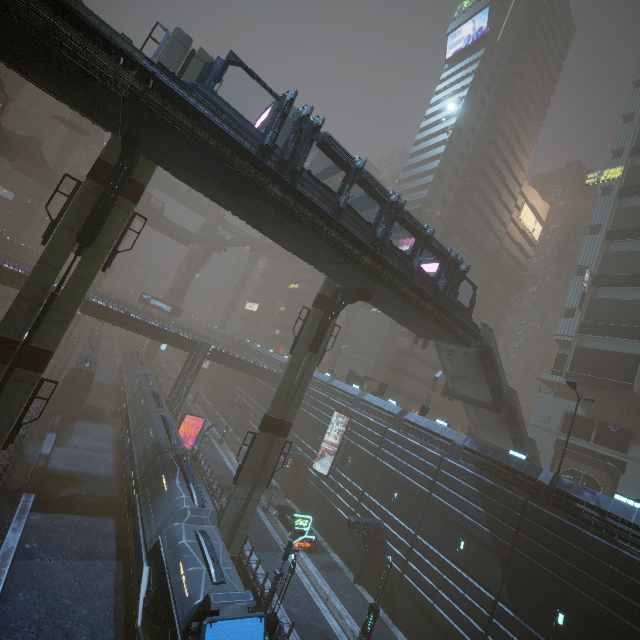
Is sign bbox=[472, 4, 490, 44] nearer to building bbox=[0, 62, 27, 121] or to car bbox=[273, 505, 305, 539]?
building bbox=[0, 62, 27, 121]

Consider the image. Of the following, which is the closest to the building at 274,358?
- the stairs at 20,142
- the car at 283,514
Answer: the car at 283,514

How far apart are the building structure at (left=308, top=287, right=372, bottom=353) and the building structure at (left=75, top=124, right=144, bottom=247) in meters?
13.3

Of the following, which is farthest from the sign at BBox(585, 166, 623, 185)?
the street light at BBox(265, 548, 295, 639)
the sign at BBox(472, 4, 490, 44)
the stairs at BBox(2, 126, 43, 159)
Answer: the stairs at BBox(2, 126, 43, 159)

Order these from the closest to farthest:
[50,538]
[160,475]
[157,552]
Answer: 1. [157,552]
2. [50,538]
3. [160,475]

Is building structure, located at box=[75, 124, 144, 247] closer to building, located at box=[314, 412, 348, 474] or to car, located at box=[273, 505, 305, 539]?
building, located at box=[314, 412, 348, 474]

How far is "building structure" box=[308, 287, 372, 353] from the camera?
20.4m

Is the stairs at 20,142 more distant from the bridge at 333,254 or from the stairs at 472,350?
the stairs at 472,350
